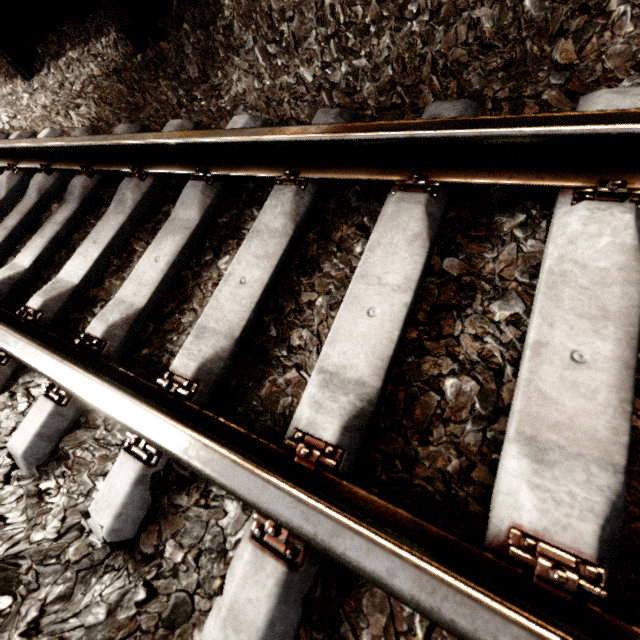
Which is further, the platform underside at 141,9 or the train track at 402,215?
the platform underside at 141,9

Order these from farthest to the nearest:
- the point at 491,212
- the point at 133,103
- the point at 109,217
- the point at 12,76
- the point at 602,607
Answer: the point at 12,76 < the point at 133,103 < the point at 109,217 < the point at 491,212 < the point at 602,607

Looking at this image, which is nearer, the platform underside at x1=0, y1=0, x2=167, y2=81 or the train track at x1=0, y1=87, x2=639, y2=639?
the train track at x1=0, y1=87, x2=639, y2=639

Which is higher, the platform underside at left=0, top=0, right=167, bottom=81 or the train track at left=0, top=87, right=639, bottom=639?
the platform underside at left=0, top=0, right=167, bottom=81

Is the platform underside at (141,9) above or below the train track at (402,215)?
above
